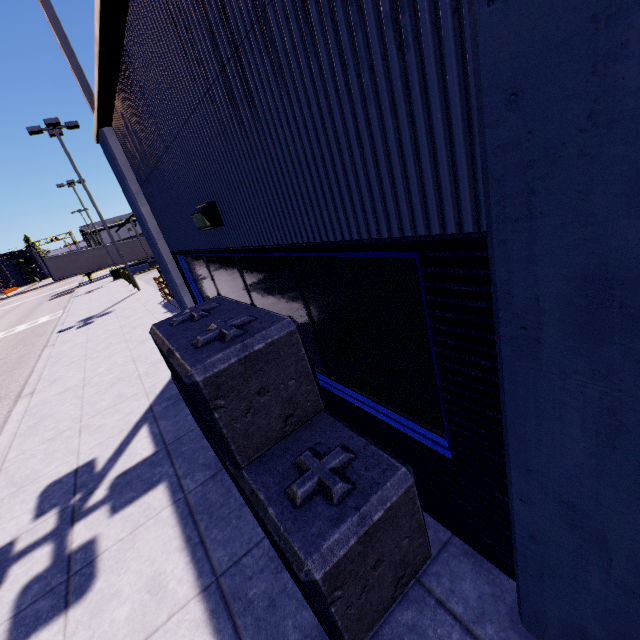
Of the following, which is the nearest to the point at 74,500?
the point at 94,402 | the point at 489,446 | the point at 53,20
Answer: the point at 94,402

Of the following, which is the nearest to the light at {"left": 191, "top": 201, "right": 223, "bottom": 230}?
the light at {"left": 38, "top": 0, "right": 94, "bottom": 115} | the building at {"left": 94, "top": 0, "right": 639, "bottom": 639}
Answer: the building at {"left": 94, "top": 0, "right": 639, "bottom": 639}

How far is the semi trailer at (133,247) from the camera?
41.1m

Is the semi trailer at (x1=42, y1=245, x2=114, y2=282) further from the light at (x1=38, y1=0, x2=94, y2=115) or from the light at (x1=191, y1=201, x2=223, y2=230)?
the light at (x1=38, y1=0, x2=94, y2=115)

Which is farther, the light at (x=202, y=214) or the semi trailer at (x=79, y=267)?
the semi trailer at (x=79, y=267)

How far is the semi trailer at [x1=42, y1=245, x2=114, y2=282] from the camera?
37.5 meters

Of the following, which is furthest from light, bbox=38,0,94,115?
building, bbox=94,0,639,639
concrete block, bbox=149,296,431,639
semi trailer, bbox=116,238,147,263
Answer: semi trailer, bbox=116,238,147,263

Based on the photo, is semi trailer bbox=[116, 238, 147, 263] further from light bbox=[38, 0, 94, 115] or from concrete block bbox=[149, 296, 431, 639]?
light bbox=[38, 0, 94, 115]
